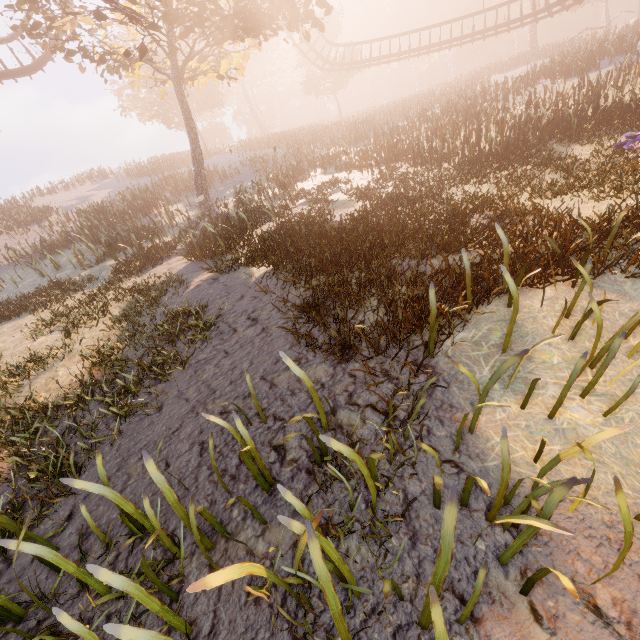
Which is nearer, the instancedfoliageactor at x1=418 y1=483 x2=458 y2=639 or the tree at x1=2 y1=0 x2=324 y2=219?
the instancedfoliageactor at x1=418 y1=483 x2=458 y2=639

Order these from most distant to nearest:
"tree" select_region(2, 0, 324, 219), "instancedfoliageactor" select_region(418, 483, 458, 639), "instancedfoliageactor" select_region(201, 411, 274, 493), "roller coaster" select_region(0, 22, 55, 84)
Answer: "roller coaster" select_region(0, 22, 55, 84) → "tree" select_region(2, 0, 324, 219) → "instancedfoliageactor" select_region(201, 411, 274, 493) → "instancedfoliageactor" select_region(418, 483, 458, 639)

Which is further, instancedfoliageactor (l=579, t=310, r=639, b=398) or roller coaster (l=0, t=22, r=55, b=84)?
roller coaster (l=0, t=22, r=55, b=84)

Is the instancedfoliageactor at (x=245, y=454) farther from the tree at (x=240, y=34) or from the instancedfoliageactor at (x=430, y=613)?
the tree at (x=240, y=34)

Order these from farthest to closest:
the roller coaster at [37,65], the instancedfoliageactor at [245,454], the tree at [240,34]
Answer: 1. the roller coaster at [37,65]
2. the tree at [240,34]
3. the instancedfoliageactor at [245,454]

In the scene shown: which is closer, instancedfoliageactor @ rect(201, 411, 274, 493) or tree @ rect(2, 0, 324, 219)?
instancedfoliageactor @ rect(201, 411, 274, 493)

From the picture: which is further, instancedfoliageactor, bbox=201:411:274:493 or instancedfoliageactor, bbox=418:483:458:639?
instancedfoliageactor, bbox=201:411:274:493

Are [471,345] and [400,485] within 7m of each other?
yes
